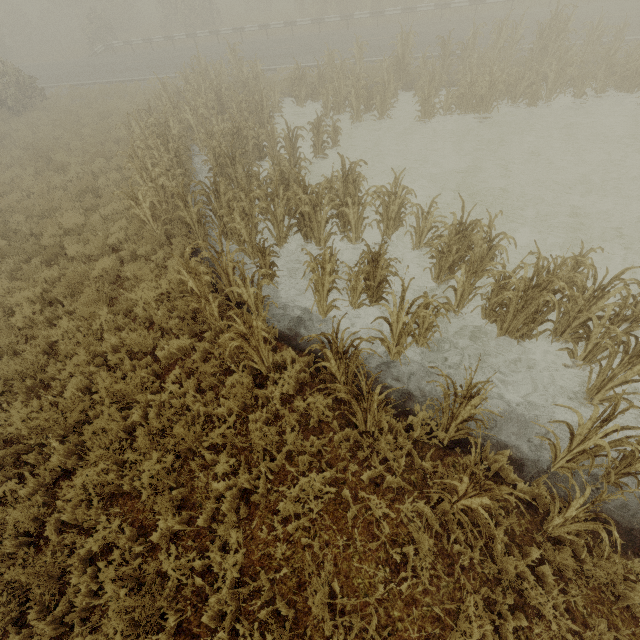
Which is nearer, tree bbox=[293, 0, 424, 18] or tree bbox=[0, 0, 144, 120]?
tree bbox=[0, 0, 144, 120]

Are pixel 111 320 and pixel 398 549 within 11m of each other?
yes

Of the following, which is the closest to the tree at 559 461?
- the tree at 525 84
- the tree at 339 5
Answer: the tree at 525 84

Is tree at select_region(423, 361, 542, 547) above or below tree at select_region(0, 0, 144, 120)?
below

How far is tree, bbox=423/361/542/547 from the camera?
3.1 meters

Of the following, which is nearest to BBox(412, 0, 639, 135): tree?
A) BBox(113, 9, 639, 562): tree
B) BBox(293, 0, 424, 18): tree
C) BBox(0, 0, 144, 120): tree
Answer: BBox(113, 9, 639, 562): tree

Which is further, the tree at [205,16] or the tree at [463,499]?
the tree at [205,16]

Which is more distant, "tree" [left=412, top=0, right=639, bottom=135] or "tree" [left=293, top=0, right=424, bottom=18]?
"tree" [left=293, top=0, right=424, bottom=18]
